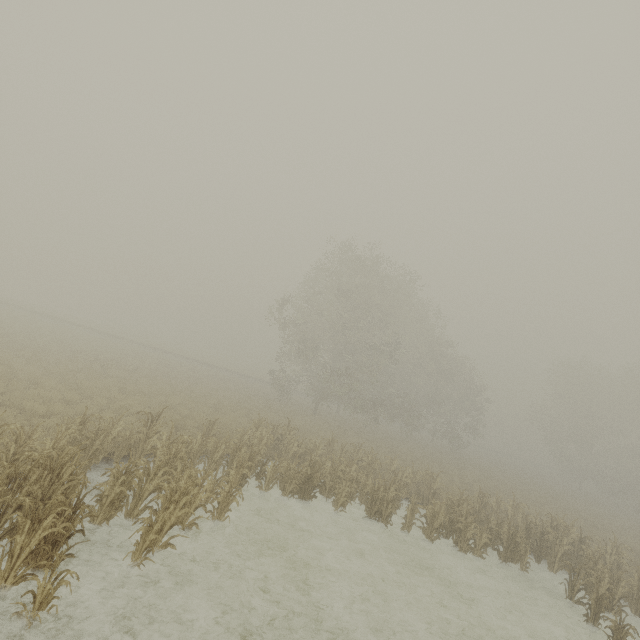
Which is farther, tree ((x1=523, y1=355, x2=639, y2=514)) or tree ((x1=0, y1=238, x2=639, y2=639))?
tree ((x1=523, y1=355, x2=639, y2=514))

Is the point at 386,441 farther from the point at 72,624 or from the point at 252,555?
the point at 72,624

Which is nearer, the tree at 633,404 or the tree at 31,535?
the tree at 31,535
